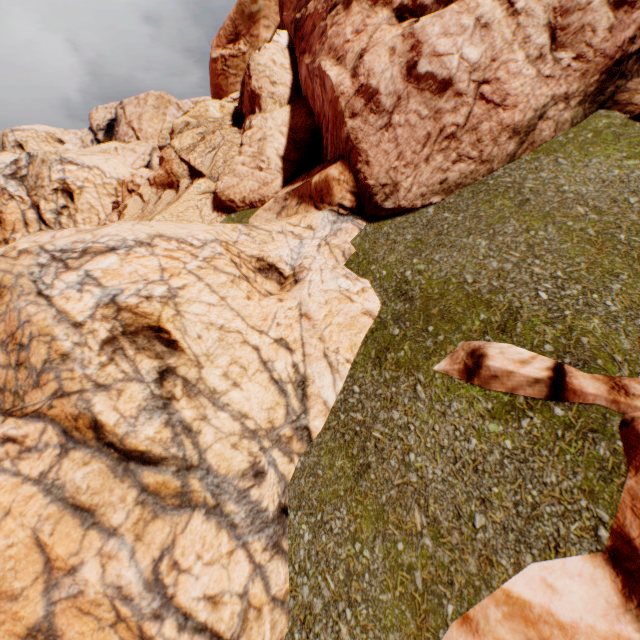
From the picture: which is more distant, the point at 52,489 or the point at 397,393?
the point at 397,393
